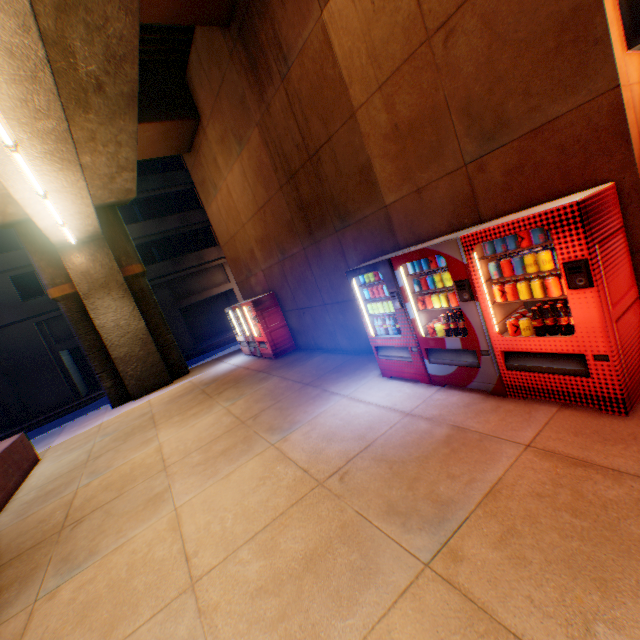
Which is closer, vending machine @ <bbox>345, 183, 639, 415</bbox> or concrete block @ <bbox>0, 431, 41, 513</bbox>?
vending machine @ <bbox>345, 183, 639, 415</bbox>

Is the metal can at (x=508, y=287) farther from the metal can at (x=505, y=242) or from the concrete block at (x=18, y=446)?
the concrete block at (x=18, y=446)

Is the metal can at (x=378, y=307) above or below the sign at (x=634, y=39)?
below

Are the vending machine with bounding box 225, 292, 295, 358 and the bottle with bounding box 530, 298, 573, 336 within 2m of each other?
no

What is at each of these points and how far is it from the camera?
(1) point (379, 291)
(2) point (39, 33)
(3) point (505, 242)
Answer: (1) metal can, 5.2 meters
(2) overpass support, 4.0 meters
(3) metal can, 3.4 meters

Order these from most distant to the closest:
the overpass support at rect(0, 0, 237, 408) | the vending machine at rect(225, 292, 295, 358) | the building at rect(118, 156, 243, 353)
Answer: the building at rect(118, 156, 243, 353) < the vending machine at rect(225, 292, 295, 358) < the overpass support at rect(0, 0, 237, 408)

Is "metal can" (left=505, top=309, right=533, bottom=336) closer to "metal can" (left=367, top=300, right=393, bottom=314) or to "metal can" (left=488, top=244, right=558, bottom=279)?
"metal can" (left=488, top=244, right=558, bottom=279)

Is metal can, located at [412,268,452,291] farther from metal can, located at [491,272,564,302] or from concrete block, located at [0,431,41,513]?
concrete block, located at [0,431,41,513]
